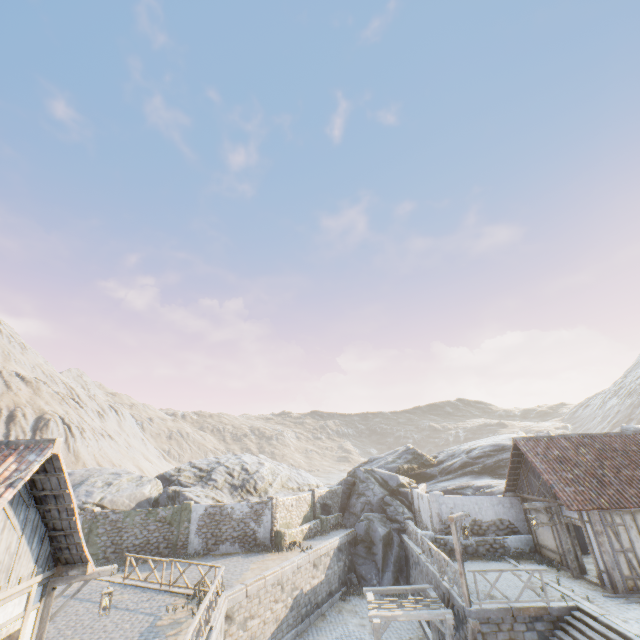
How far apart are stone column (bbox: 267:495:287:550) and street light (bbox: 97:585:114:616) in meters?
14.9

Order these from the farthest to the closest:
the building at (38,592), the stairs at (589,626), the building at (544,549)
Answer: the building at (544,549) < the stairs at (589,626) < the building at (38,592)

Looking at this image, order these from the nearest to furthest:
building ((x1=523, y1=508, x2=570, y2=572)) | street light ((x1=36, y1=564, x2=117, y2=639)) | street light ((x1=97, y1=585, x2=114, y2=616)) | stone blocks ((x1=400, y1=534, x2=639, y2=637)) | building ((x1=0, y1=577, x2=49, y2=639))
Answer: building ((x1=0, y1=577, x2=49, y2=639))
street light ((x1=36, y1=564, x2=117, y2=639))
street light ((x1=97, y1=585, x2=114, y2=616))
stone blocks ((x1=400, y1=534, x2=639, y2=637))
building ((x1=523, y1=508, x2=570, y2=572))

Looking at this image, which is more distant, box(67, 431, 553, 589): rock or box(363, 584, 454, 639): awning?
box(67, 431, 553, 589): rock

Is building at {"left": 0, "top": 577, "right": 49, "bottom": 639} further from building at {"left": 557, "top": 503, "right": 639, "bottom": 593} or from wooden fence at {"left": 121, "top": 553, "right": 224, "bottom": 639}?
building at {"left": 557, "top": 503, "right": 639, "bottom": 593}

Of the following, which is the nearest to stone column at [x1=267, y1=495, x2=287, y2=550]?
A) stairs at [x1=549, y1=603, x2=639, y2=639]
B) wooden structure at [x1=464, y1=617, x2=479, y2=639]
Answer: wooden structure at [x1=464, y1=617, x2=479, y2=639]

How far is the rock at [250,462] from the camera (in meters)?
23.97

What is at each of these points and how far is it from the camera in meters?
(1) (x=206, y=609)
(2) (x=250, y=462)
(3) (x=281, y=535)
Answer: (1) wooden fence, 11.1 m
(2) rock, 35.3 m
(3) stone column, 21.9 m
